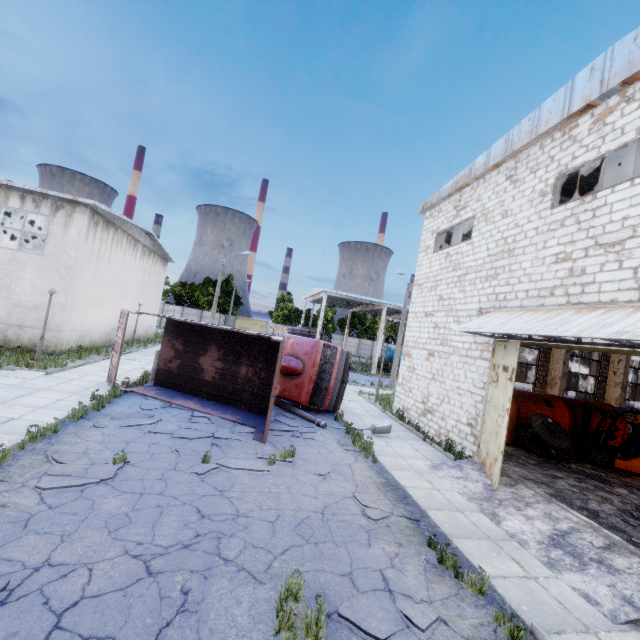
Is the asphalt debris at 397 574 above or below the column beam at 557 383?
below

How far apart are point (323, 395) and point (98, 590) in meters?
10.5 m

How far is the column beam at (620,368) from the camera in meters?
18.9 m

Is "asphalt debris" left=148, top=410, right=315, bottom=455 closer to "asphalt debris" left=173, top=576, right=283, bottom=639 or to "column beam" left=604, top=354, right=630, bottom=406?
"asphalt debris" left=173, top=576, right=283, bottom=639

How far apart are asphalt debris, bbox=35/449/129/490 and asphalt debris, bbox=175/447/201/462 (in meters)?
1.02

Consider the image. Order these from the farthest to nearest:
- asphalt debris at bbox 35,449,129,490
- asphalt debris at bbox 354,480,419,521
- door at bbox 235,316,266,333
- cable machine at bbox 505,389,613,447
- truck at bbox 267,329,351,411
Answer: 1. door at bbox 235,316,266,333
2. truck at bbox 267,329,351,411
3. cable machine at bbox 505,389,613,447
4. asphalt debris at bbox 354,480,419,521
5. asphalt debris at bbox 35,449,129,490

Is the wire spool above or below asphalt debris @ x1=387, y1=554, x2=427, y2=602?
above

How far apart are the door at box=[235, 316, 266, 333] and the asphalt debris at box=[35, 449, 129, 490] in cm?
5177
